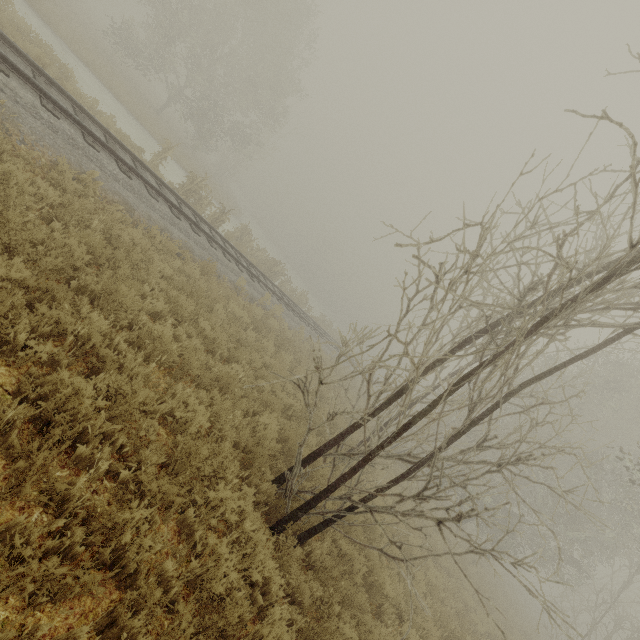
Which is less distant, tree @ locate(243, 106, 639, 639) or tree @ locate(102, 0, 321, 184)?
tree @ locate(243, 106, 639, 639)

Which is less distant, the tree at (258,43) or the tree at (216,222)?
the tree at (216,222)

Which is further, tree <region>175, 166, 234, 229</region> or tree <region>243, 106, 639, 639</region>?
tree <region>175, 166, 234, 229</region>

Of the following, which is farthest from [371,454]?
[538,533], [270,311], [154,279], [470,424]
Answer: [538,533]

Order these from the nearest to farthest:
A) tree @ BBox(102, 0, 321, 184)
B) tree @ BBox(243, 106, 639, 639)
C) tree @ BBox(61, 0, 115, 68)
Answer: tree @ BBox(243, 106, 639, 639), tree @ BBox(61, 0, 115, 68), tree @ BBox(102, 0, 321, 184)

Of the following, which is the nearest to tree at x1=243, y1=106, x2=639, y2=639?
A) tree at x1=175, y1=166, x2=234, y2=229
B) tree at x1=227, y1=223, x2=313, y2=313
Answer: tree at x1=175, y1=166, x2=234, y2=229

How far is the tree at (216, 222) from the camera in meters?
15.5 m

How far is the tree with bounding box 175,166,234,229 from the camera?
15.5m
